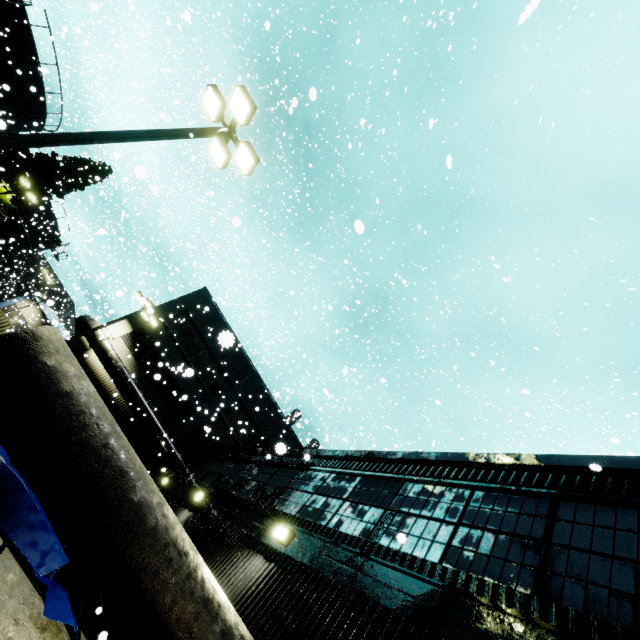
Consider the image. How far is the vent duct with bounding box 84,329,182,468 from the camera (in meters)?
19.42

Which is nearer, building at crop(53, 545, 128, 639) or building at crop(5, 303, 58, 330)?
building at crop(53, 545, 128, 639)

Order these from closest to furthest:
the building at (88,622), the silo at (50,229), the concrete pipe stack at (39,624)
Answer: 1. the concrete pipe stack at (39,624)
2. the building at (88,622)
3. the silo at (50,229)

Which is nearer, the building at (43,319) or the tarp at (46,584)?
the tarp at (46,584)

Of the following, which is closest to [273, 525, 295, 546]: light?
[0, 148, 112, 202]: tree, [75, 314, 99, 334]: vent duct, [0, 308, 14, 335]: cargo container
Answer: [0, 148, 112, 202]: tree

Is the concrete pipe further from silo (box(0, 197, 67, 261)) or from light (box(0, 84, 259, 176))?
light (box(0, 84, 259, 176))

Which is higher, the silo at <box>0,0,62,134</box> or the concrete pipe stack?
the silo at <box>0,0,62,134</box>

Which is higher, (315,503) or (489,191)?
(489,191)
